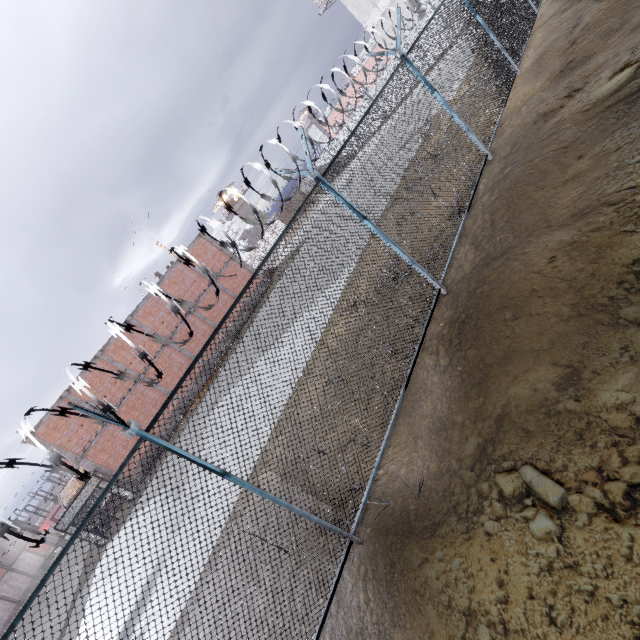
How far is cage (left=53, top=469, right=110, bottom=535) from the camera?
18.12m

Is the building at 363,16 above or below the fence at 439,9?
above

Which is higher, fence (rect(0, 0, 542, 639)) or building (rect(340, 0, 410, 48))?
building (rect(340, 0, 410, 48))

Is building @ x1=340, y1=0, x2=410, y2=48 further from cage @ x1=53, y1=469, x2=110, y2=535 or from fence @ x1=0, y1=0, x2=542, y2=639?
cage @ x1=53, y1=469, x2=110, y2=535

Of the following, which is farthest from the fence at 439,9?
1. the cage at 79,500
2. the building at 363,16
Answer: the building at 363,16

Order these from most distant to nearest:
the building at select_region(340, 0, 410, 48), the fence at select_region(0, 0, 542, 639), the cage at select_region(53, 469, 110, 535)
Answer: the building at select_region(340, 0, 410, 48)
the cage at select_region(53, 469, 110, 535)
the fence at select_region(0, 0, 542, 639)

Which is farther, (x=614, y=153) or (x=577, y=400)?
(x=614, y=153)
